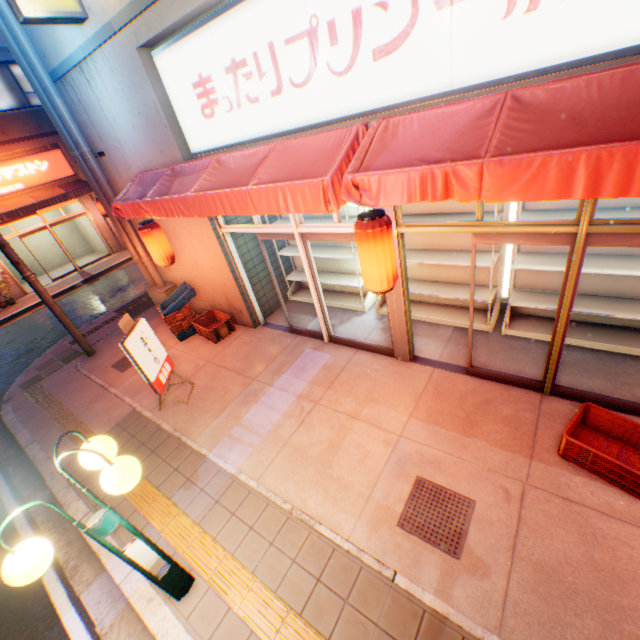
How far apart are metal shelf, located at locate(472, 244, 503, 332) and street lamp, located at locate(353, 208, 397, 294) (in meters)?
1.69

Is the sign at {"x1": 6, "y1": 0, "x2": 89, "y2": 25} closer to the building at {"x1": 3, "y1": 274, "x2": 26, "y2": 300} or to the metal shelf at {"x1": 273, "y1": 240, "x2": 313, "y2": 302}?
the metal shelf at {"x1": 273, "y1": 240, "x2": 313, "y2": 302}

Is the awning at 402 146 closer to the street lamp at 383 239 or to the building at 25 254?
the street lamp at 383 239

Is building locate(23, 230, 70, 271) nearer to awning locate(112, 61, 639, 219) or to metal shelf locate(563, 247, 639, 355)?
awning locate(112, 61, 639, 219)

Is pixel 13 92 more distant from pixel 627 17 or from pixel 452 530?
pixel 452 530

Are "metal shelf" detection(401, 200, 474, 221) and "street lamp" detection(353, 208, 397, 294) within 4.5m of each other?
yes

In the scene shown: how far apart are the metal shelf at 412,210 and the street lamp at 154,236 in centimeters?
418cm

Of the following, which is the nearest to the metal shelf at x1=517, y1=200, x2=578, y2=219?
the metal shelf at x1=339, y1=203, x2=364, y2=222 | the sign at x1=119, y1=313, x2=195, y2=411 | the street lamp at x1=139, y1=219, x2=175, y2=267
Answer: the metal shelf at x1=339, y1=203, x2=364, y2=222
